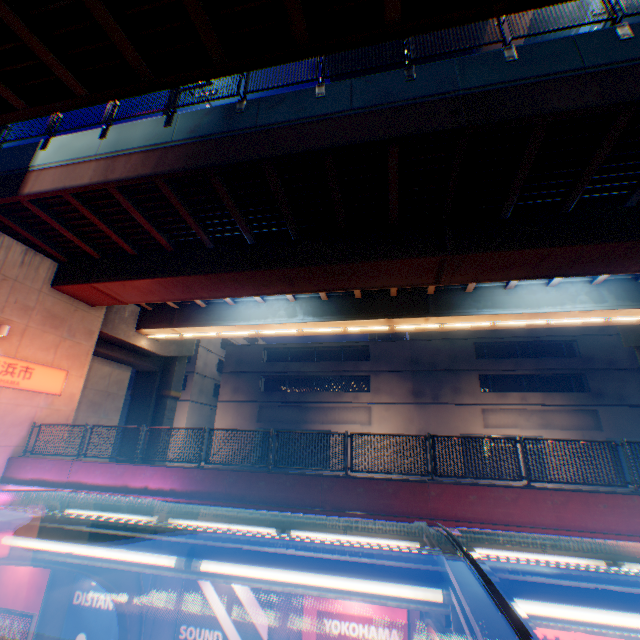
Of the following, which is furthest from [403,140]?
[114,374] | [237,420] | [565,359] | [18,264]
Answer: [237,420]

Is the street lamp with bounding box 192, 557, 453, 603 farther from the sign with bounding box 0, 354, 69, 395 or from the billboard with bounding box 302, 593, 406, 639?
the sign with bounding box 0, 354, 69, 395

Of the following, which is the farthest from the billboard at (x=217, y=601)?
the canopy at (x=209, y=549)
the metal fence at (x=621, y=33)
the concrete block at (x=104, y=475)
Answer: the metal fence at (x=621, y=33)

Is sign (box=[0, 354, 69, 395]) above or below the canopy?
above

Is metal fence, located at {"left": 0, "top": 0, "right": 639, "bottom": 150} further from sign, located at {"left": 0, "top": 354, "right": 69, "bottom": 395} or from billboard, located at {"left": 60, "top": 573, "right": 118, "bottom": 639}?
billboard, located at {"left": 60, "top": 573, "right": 118, "bottom": 639}

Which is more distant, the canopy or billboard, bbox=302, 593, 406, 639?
billboard, bbox=302, 593, 406, 639

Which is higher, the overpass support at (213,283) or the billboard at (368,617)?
the overpass support at (213,283)

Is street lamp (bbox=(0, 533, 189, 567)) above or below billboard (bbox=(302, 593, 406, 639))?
above
